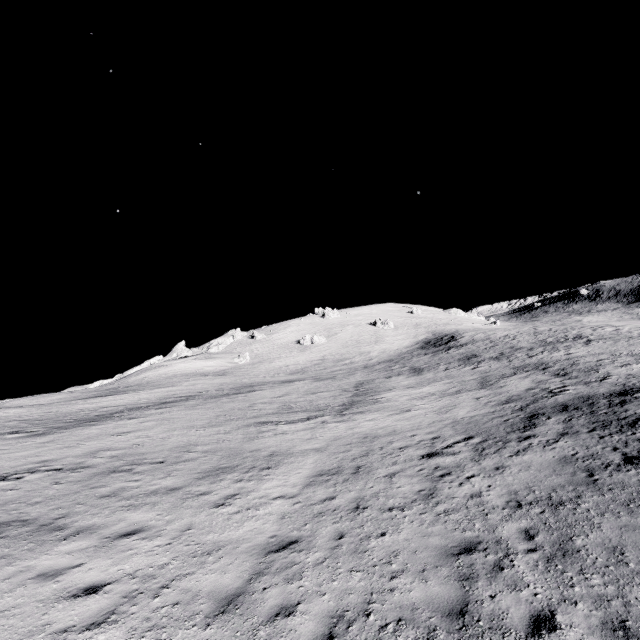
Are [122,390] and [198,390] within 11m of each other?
no
